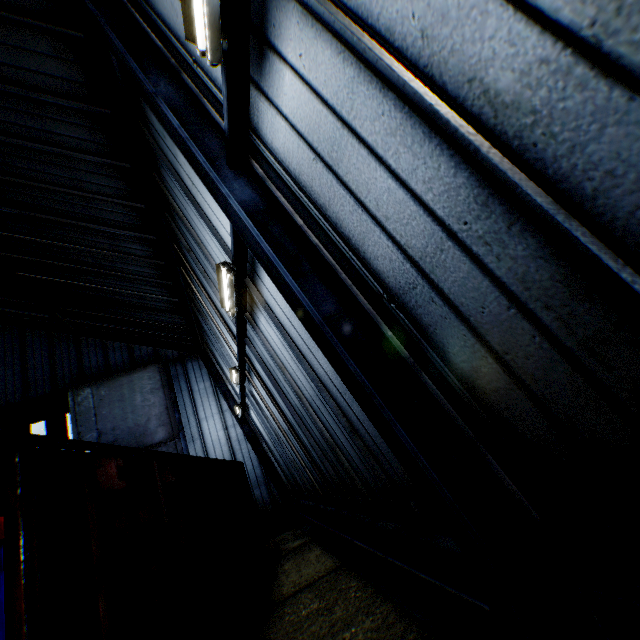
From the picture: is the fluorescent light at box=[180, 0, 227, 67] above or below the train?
above

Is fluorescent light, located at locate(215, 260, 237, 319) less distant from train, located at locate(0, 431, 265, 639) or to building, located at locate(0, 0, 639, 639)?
building, located at locate(0, 0, 639, 639)

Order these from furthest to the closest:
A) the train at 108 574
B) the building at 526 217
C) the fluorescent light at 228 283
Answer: the fluorescent light at 228 283 → the train at 108 574 → the building at 526 217

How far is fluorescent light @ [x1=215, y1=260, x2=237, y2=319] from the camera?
5.5 meters

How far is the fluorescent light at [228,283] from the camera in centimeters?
547cm

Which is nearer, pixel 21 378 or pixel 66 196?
pixel 66 196

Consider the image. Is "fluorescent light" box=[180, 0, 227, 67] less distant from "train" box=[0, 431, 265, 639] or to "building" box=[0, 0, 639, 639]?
"building" box=[0, 0, 639, 639]

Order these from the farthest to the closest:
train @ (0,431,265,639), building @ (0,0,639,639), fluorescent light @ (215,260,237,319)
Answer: fluorescent light @ (215,260,237,319)
train @ (0,431,265,639)
building @ (0,0,639,639)
